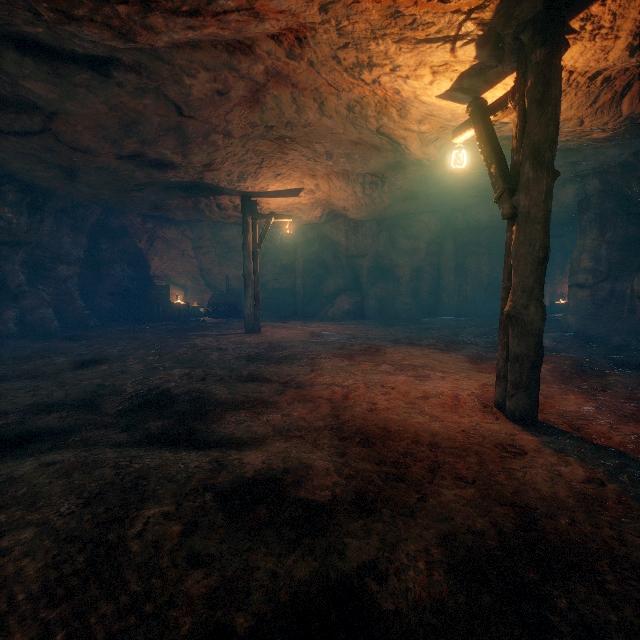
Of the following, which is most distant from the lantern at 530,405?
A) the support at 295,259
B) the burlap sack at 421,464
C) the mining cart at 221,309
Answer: the mining cart at 221,309

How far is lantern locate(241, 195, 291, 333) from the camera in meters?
10.9

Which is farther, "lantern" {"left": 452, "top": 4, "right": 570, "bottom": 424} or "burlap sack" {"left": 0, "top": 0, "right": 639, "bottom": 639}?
"lantern" {"left": 452, "top": 4, "right": 570, "bottom": 424}

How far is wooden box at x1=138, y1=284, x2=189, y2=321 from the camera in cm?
1488

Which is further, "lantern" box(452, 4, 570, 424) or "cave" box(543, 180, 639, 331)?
"cave" box(543, 180, 639, 331)

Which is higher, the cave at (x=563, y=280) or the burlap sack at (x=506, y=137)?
the burlap sack at (x=506, y=137)

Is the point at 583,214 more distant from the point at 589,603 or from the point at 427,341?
the point at 589,603

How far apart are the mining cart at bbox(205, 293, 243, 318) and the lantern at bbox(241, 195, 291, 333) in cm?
476
